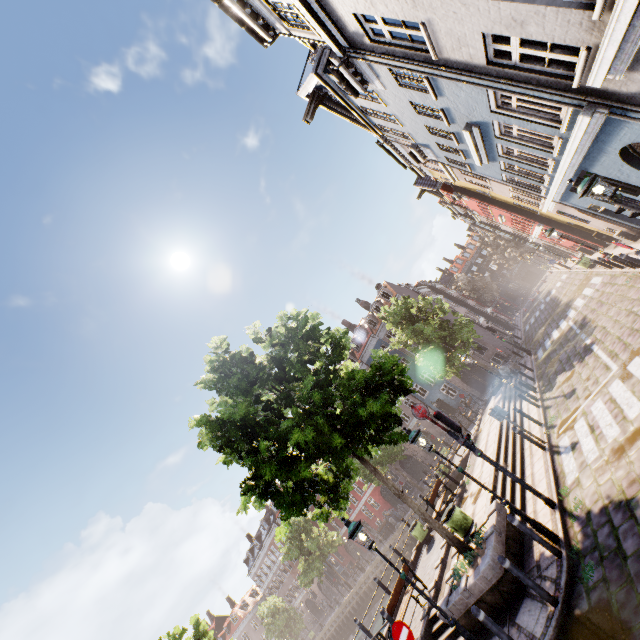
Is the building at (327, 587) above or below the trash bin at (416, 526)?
above

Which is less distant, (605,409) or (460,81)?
(460,81)

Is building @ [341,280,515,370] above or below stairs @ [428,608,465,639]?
above

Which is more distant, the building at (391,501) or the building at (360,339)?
the building at (391,501)

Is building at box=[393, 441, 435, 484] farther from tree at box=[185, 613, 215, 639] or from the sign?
the sign

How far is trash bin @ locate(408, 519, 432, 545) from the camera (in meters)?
15.62

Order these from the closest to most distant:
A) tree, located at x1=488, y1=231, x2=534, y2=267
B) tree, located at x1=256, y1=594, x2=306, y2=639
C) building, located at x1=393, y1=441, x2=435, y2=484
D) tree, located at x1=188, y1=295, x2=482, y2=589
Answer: tree, located at x1=188, y1=295, x2=482, y2=589, building, located at x1=393, y1=441, x2=435, y2=484, tree, located at x1=256, y1=594, x2=306, y2=639, tree, located at x1=488, y1=231, x2=534, y2=267

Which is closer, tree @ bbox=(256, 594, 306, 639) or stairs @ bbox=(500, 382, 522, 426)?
stairs @ bbox=(500, 382, 522, 426)
